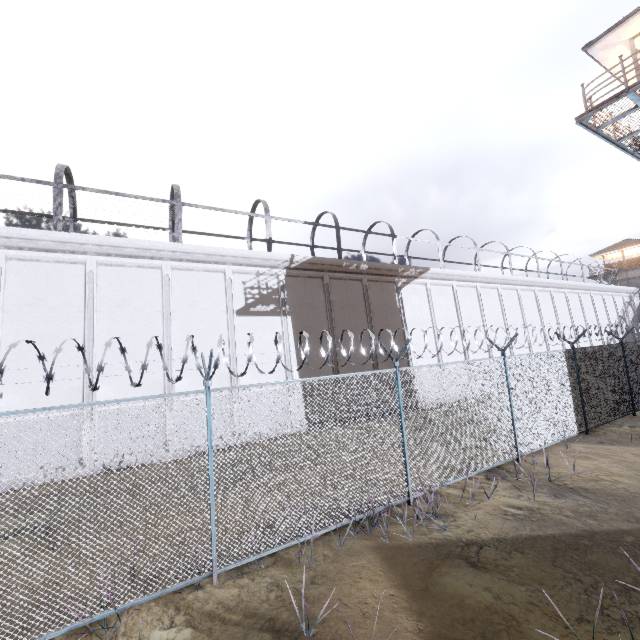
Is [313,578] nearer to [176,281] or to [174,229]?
[176,281]

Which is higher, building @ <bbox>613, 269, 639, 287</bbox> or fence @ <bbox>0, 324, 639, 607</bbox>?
building @ <bbox>613, 269, 639, 287</bbox>

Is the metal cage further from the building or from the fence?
the fence

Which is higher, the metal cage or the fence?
the metal cage

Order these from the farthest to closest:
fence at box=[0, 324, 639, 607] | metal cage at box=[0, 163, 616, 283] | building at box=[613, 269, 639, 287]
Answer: building at box=[613, 269, 639, 287] → metal cage at box=[0, 163, 616, 283] → fence at box=[0, 324, 639, 607]

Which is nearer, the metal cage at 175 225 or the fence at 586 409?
the fence at 586 409

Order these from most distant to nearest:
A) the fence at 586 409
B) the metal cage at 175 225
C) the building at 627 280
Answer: the building at 627 280 → the metal cage at 175 225 → the fence at 586 409
